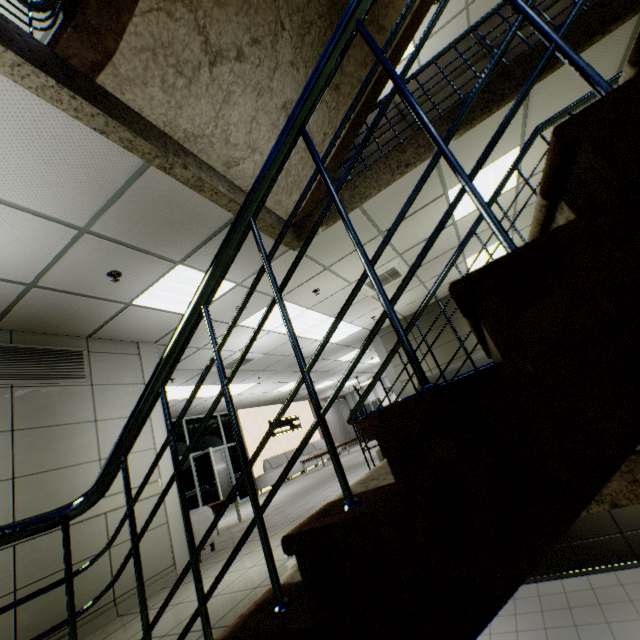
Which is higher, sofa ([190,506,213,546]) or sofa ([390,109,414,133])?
sofa ([390,109,414,133])

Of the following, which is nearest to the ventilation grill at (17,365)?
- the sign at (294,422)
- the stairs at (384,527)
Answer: the stairs at (384,527)

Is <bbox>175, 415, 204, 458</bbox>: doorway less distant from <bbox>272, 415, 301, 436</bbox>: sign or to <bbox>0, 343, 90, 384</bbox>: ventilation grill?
<bbox>272, 415, 301, 436</bbox>: sign

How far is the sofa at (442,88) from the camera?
3.8m

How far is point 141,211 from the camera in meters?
2.9 m

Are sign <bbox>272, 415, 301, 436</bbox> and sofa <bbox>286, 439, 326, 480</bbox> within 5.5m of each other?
yes

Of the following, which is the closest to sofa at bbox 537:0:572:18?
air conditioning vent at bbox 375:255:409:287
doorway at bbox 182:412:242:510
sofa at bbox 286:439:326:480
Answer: air conditioning vent at bbox 375:255:409:287

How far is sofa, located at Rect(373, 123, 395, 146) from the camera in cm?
409
